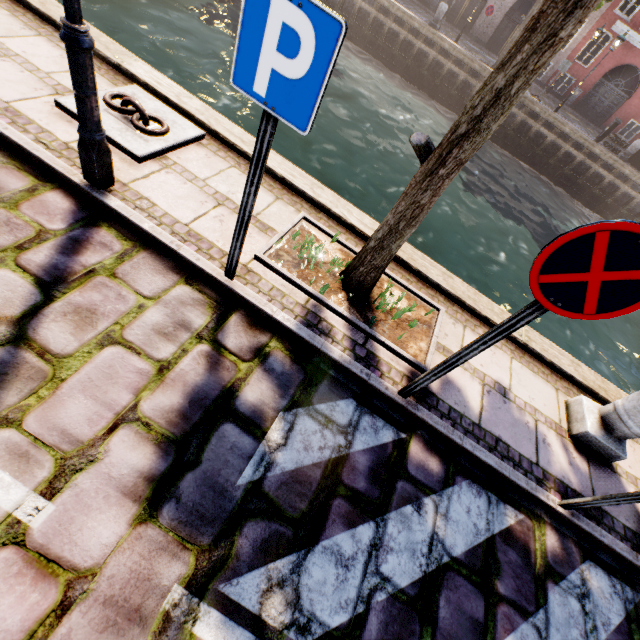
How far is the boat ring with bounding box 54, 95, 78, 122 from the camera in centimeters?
312cm

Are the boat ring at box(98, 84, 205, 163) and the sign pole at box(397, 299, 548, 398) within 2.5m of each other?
no

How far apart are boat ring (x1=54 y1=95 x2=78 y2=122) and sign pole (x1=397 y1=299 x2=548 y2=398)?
3.34m

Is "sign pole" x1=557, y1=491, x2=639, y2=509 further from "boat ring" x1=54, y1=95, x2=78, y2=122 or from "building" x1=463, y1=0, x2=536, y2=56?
"building" x1=463, y1=0, x2=536, y2=56

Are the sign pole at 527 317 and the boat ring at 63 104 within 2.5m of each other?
no

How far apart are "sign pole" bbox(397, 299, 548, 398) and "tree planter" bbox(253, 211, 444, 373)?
0.36m

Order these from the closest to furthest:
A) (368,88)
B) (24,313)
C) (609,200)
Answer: (24,313)
(368,88)
(609,200)

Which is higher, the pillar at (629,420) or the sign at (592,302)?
the sign at (592,302)
